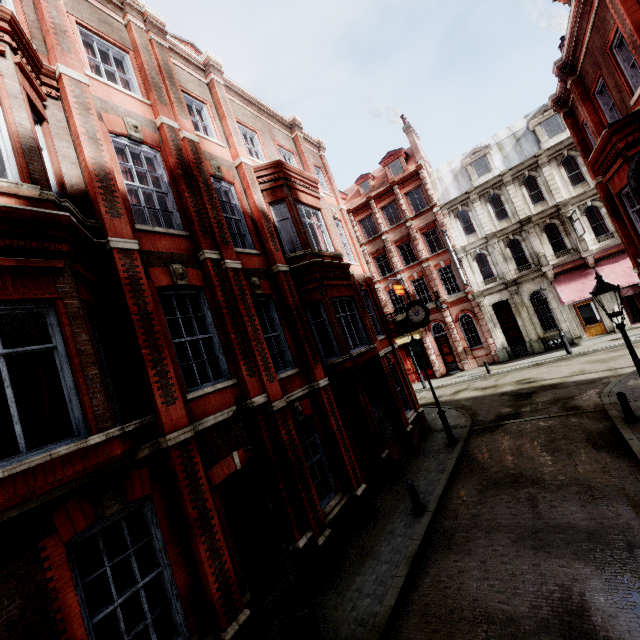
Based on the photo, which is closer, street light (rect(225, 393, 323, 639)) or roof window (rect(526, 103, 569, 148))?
street light (rect(225, 393, 323, 639))

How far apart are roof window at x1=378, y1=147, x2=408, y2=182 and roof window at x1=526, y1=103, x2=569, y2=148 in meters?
9.4

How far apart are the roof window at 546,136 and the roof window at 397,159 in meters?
9.4 m

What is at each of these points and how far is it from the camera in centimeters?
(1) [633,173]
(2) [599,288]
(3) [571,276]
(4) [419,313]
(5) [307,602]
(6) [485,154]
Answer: (1) clock, 524cm
(2) street light, 658cm
(3) awning, 2288cm
(4) clock, 1570cm
(5) street light, 513cm
(6) roof window, 2638cm

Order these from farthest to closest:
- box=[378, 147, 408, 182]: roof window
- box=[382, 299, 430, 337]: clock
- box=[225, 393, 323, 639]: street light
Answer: box=[378, 147, 408, 182]: roof window → box=[382, 299, 430, 337]: clock → box=[225, 393, 323, 639]: street light

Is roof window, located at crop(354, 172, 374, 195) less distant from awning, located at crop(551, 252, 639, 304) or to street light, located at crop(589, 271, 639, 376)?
awning, located at crop(551, 252, 639, 304)

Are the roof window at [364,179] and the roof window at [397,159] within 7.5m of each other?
yes

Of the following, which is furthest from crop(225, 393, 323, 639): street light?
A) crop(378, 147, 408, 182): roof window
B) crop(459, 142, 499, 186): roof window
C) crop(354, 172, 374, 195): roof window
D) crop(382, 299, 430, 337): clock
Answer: crop(354, 172, 374, 195): roof window
